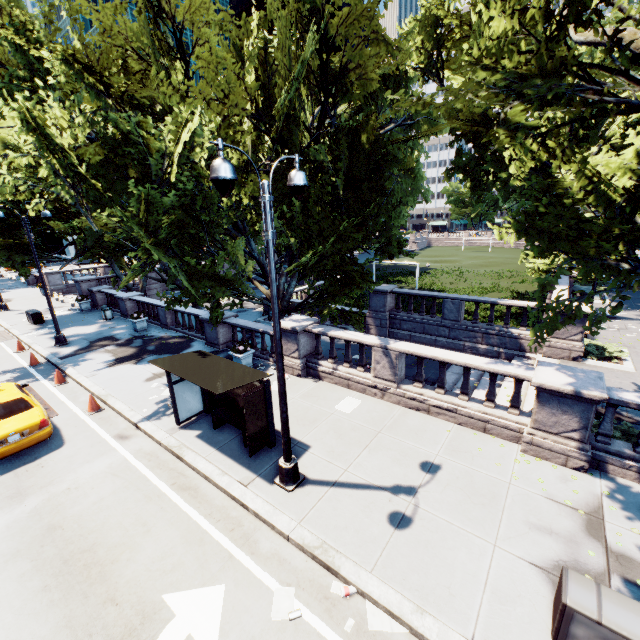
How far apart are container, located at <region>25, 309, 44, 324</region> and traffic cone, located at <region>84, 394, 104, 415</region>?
15.4 meters

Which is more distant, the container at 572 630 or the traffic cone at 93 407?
the traffic cone at 93 407

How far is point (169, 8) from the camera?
15.2 meters

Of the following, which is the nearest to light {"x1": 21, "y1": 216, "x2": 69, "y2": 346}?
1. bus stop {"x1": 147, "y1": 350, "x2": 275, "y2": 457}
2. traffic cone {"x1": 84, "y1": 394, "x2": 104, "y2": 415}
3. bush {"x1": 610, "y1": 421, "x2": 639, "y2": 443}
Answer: traffic cone {"x1": 84, "y1": 394, "x2": 104, "y2": 415}

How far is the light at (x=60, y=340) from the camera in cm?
1637

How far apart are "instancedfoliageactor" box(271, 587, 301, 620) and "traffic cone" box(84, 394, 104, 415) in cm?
945

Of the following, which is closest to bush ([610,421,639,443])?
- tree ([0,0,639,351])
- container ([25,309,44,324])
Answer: tree ([0,0,639,351])

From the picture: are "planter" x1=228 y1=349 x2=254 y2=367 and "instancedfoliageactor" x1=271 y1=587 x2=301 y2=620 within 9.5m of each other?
yes
